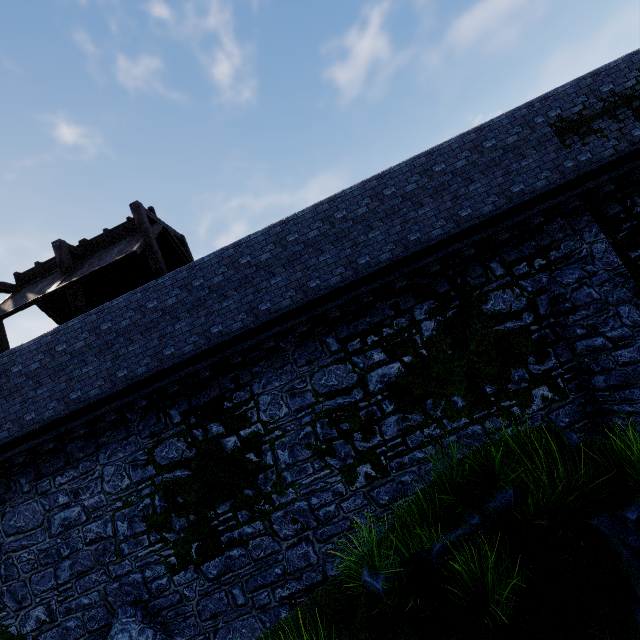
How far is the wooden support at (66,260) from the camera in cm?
1073

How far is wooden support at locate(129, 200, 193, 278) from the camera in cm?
1041

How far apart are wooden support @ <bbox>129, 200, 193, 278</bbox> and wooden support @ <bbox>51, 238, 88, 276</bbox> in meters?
2.6

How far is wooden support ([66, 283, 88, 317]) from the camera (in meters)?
10.46

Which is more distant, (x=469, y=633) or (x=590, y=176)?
(x=590, y=176)

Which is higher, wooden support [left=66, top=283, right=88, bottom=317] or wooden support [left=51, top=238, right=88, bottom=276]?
wooden support [left=51, top=238, right=88, bottom=276]

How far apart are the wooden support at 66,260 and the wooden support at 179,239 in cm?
259
